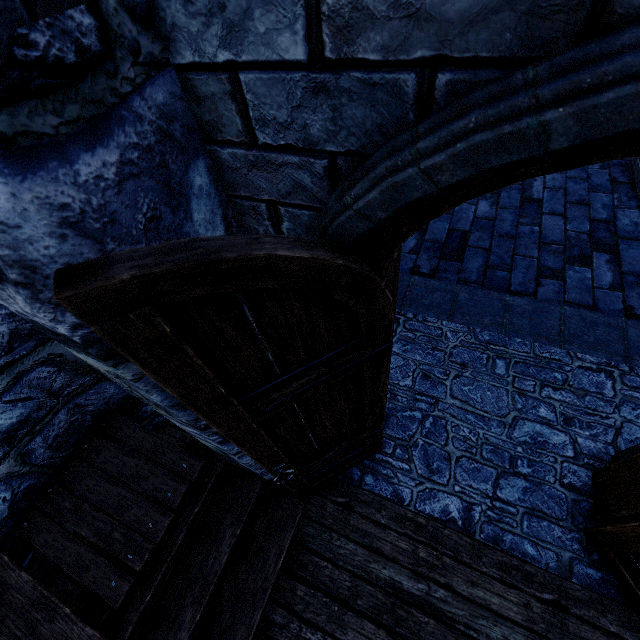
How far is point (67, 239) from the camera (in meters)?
0.74
